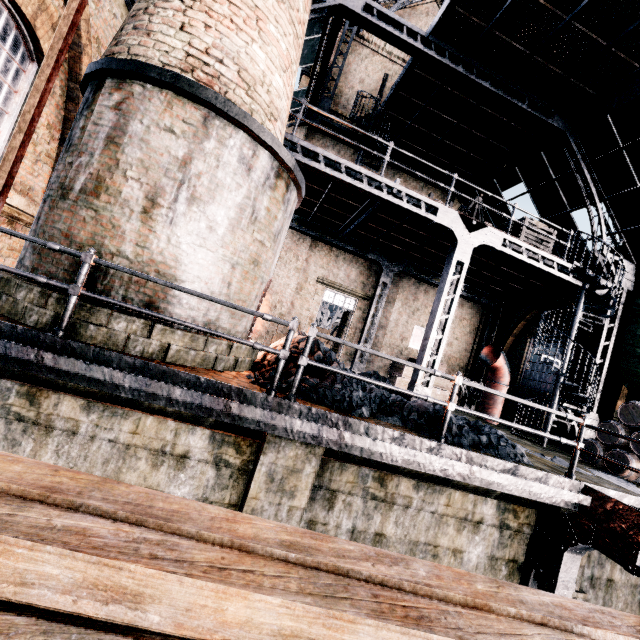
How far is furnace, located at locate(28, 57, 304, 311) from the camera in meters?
4.9 m

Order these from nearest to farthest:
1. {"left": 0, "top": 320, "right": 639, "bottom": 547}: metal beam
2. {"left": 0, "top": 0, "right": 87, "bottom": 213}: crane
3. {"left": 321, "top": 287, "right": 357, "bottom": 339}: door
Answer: {"left": 0, "top": 0, "right": 87, "bottom": 213}: crane
{"left": 0, "top": 320, "right": 639, "bottom": 547}: metal beam
{"left": 321, "top": 287, "right": 357, "bottom": 339}: door

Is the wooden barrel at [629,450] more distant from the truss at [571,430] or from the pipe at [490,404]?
the pipe at [490,404]

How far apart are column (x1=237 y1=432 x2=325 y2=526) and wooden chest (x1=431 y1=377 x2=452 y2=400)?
10.6m

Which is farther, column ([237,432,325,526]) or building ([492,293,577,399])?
building ([492,293,577,399])

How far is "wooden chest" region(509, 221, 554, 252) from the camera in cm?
1158

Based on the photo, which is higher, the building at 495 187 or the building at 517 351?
the building at 495 187

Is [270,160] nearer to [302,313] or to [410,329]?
[302,313]
